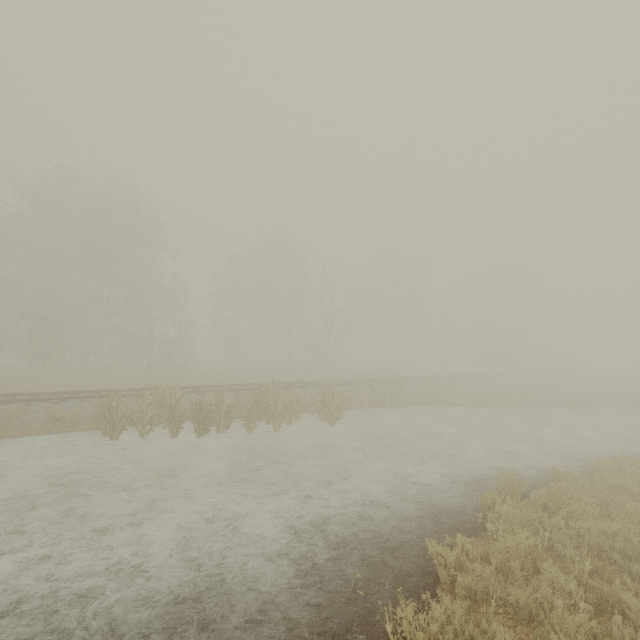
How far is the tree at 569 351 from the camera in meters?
45.7

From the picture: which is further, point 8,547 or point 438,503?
point 438,503

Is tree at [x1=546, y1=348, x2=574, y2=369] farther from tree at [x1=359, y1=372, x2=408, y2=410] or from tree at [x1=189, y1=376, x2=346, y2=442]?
tree at [x1=189, y1=376, x2=346, y2=442]

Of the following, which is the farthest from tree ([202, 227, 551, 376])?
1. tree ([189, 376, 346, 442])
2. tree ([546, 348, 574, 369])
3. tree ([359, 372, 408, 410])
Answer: tree ([189, 376, 346, 442])

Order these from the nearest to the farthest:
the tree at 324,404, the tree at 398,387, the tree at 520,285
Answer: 1. the tree at 324,404
2. the tree at 398,387
3. the tree at 520,285

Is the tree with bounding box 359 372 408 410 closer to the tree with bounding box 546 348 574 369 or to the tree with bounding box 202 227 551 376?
the tree with bounding box 202 227 551 376

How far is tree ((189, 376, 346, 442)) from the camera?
12.31m

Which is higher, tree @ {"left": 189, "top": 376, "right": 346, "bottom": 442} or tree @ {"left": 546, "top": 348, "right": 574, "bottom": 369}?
tree @ {"left": 546, "top": 348, "right": 574, "bottom": 369}
